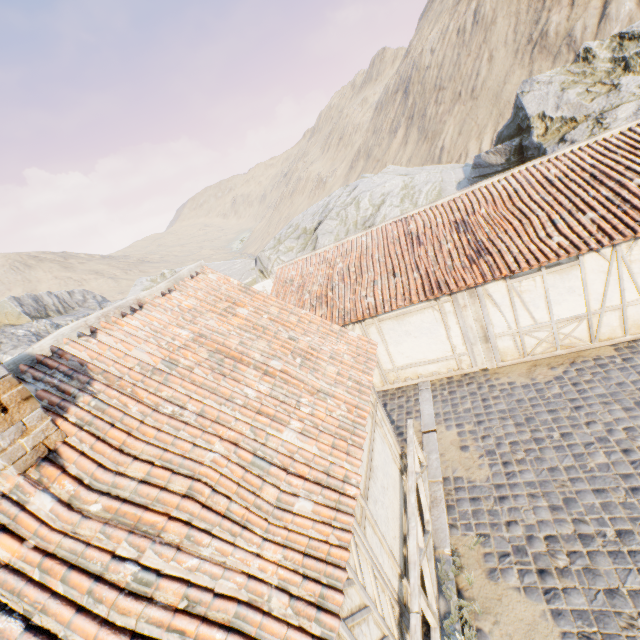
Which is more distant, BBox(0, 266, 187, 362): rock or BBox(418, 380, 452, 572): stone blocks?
BBox(0, 266, 187, 362): rock

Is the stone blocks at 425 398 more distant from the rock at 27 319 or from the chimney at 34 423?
the chimney at 34 423

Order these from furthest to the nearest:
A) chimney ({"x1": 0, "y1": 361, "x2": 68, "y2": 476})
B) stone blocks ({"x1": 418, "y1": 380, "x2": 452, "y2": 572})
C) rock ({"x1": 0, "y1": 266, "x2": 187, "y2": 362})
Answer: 1. rock ({"x1": 0, "y1": 266, "x2": 187, "y2": 362})
2. stone blocks ({"x1": 418, "y1": 380, "x2": 452, "y2": 572})
3. chimney ({"x1": 0, "y1": 361, "x2": 68, "y2": 476})

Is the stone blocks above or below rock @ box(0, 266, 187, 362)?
below

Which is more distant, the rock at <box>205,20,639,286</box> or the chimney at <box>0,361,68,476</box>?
the rock at <box>205,20,639,286</box>

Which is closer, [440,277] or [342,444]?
[342,444]

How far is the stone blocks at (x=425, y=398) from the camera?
5.64m

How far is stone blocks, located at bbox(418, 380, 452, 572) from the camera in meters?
5.6 m
